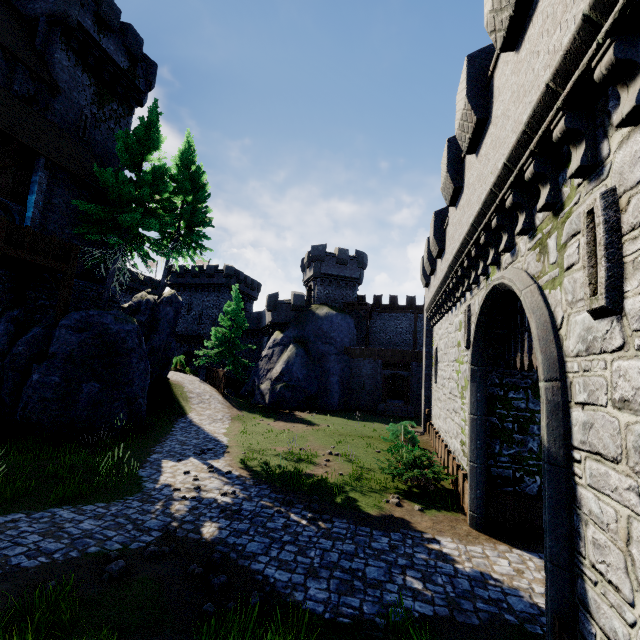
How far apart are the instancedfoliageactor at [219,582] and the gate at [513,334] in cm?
751

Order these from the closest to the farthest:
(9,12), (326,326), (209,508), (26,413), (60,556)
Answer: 1. (60,556)
2. (209,508)
3. (26,413)
4. (9,12)
5. (326,326)

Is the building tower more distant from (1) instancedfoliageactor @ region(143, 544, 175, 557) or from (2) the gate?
(1) instancedfoliageactor @ region(143, 544, 175, 557)

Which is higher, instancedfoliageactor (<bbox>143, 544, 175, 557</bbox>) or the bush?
the bush

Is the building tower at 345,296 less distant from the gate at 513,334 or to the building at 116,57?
the building at 116,57

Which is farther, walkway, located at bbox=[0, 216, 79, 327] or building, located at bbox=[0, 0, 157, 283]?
building, located at bbox=[0, 0, 157, 283]

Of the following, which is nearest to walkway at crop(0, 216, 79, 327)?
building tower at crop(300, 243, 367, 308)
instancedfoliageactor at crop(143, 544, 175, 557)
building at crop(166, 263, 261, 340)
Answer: instancedfoliageactor at crop(143, 544, 175, 557)

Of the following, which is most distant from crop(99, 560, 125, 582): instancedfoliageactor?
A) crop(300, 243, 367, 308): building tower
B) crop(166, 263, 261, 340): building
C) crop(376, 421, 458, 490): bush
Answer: crop(166, 263, 261, 340): building
